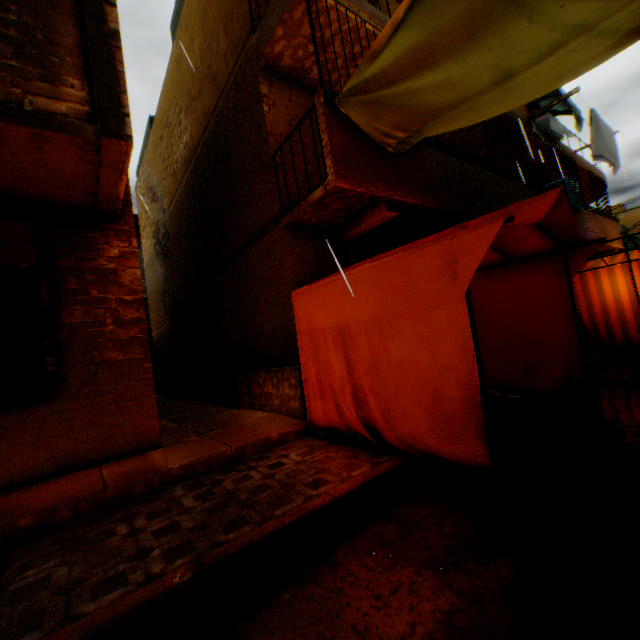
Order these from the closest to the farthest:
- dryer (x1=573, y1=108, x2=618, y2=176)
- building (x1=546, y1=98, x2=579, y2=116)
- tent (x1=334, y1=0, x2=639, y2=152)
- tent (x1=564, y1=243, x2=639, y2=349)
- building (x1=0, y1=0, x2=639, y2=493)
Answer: tent (x1=334, y1=0, x2=639, y2=152)
building (x1=0, y1=0, x2=639, y2=493)
tent (x1=564, y1=243, x2=639, y2=349)
dryer (x1=573, y1=108, x2=618, y2=176)
building (x1=546, y1=98, x2=579, y2=116)

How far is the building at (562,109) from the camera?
13.7 meters

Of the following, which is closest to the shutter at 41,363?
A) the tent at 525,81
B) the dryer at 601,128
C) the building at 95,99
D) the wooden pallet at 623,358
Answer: the building at 95,99

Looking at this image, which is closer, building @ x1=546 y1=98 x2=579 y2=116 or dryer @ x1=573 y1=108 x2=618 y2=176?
dryer @ x1=573 y1=108 x2=618 y2=176

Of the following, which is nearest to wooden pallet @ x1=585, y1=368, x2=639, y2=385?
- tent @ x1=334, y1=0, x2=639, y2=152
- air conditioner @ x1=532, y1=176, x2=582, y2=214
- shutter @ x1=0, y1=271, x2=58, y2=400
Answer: tent @ x1=334, y1=0, x2=639, y2=152

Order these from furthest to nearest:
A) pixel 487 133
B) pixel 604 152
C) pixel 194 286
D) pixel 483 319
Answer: pixel 194 286, pixel 604 152, pixel 487 133, pixel 483 319

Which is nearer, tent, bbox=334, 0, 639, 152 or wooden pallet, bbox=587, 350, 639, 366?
tent, bbox=334, 0, 639, 152

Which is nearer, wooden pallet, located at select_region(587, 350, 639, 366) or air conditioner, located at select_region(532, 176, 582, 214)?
wooden pallet, located at select_region(587, 350, 639, 366)
